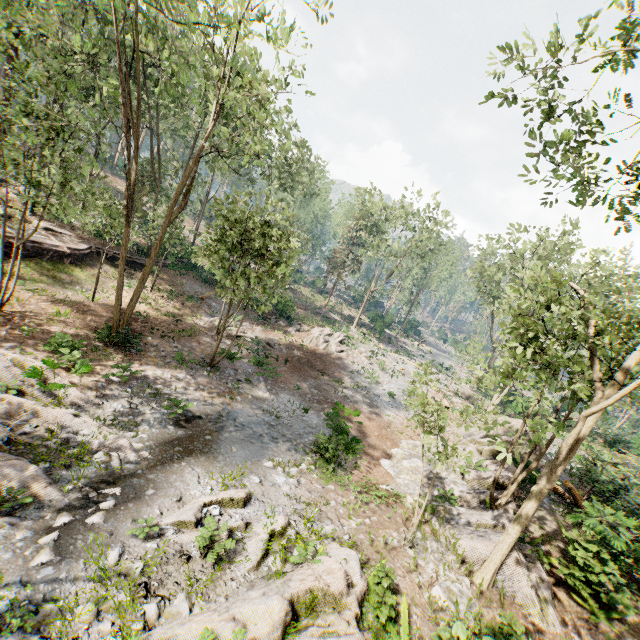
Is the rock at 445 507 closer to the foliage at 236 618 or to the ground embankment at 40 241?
the foliage at 236 618

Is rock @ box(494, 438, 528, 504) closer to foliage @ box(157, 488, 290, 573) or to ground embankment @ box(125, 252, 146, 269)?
foliage @ box(157, 488, 290, 573)

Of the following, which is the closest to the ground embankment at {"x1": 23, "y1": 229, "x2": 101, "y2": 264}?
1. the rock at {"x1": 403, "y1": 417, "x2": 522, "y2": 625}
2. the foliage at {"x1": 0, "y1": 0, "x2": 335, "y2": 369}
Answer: the foliage at {"x1": 0, "y1": 0, "x2": 335, "y2": 369}

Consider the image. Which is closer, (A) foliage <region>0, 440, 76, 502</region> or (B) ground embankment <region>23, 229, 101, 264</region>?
(A) foliage <region>0, 440, 76, 502</region>

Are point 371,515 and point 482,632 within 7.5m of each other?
yes

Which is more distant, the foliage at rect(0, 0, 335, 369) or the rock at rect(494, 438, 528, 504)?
the rock at rect(494, 438, 528, 504)

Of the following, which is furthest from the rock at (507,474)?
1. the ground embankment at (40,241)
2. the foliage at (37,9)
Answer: the ground embankment at (40,241)
